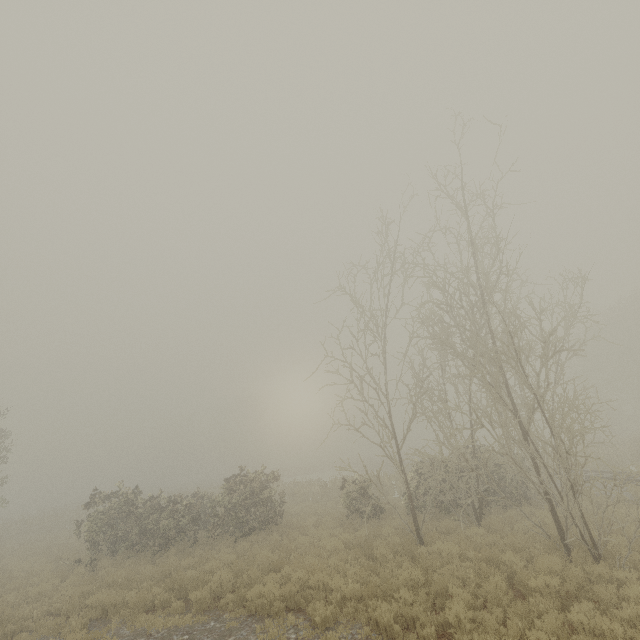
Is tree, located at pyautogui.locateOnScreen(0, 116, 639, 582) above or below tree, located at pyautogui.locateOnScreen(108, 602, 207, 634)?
above

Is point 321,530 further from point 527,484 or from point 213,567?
point 527,484

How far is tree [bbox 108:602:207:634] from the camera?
9.2m

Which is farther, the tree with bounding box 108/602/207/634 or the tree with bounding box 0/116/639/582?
the tree with bounding box 0/116/639/582

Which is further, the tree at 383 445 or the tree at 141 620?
the tree at 383 445

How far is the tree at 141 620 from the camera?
9.16m
